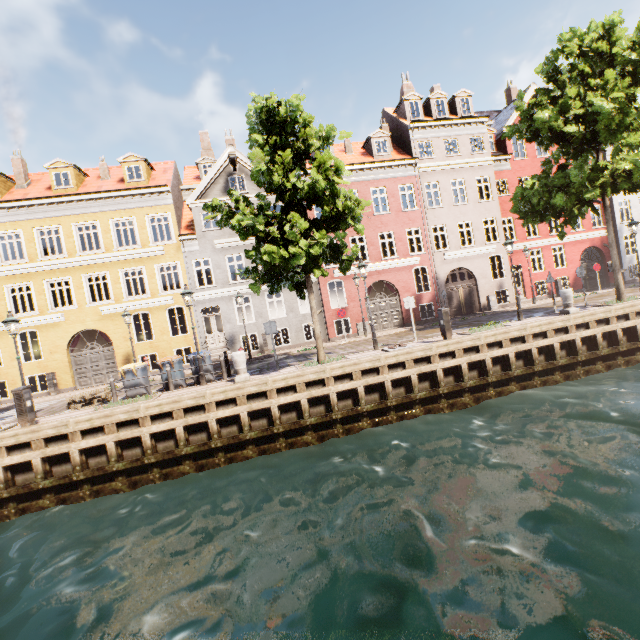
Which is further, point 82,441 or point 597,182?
point 597,182

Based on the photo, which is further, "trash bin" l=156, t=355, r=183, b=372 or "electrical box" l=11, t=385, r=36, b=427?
"trash bin" l=156, t=355, r=183, b=372

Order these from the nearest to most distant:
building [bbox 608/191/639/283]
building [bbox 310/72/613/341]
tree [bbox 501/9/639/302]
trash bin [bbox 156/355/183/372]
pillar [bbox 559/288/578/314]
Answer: tree [bbox 501/9/639/302], trash bin [bbox 156/355/183/372], pillar [bbox 559/288/578/314], building [bbox 310/72/613/341], building [bbox 608/191/639/283]

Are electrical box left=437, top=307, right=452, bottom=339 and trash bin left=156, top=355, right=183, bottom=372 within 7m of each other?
no

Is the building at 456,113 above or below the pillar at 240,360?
above

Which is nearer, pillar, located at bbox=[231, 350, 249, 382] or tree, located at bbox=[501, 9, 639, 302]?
pillar, located at bbox=[231, 350, 249, 382]

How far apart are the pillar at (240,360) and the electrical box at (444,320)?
7.5m

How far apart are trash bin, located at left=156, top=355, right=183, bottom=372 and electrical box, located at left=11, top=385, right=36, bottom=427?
3.70m
